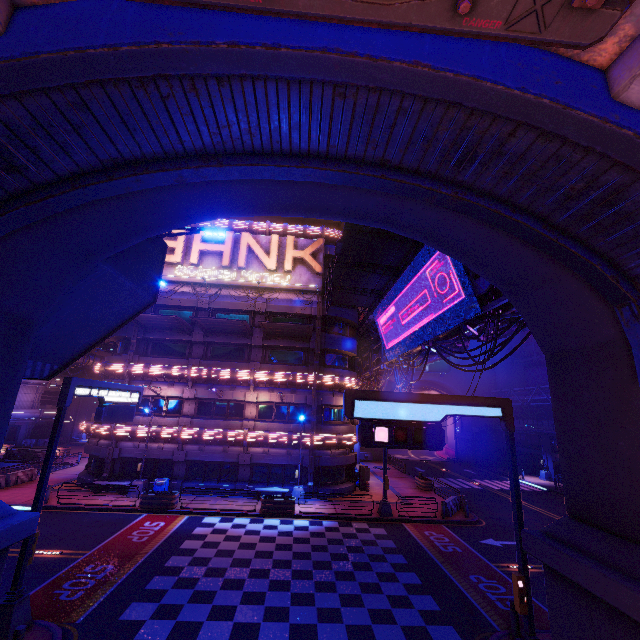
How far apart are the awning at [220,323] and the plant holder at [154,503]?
11.5 meters

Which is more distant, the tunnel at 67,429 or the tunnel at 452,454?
the tunnel at 452,454

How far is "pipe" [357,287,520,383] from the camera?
12.8 meters

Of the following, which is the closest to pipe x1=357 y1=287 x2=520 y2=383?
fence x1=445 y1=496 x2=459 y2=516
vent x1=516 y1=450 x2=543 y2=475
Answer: fence x1=445 y1=496 x2=459 y2=516

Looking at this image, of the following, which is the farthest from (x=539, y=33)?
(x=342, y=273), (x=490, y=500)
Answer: (x=490, y=500)

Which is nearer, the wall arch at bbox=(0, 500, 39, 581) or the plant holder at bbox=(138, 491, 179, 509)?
the wall arch at bbox=(0, 500, 39, 581)

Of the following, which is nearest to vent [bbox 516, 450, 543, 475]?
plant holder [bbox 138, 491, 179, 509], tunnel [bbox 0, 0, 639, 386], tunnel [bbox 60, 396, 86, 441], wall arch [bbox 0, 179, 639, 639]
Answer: wall arch [bbox 0, 179, 639, 639]

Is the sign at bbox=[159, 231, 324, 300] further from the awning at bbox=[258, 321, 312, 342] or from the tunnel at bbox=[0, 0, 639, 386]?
the tunnel at bbox=[0, 0, 639, 386]
